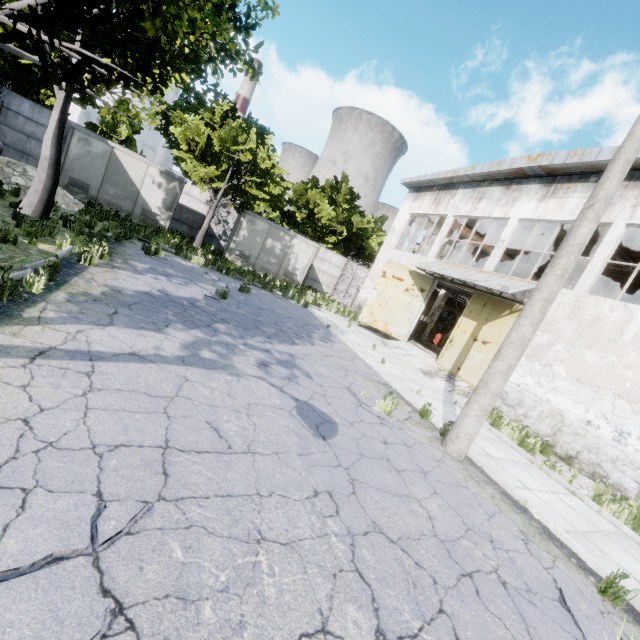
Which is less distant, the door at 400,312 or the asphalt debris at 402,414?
the asphalt debris at 402,414

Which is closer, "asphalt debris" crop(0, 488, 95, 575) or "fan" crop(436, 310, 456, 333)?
"asphalt debris" crop(0, 488, 95, 575)

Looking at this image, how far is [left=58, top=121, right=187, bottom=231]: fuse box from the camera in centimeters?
1614cm

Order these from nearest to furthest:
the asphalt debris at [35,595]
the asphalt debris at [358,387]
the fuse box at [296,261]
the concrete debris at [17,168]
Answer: the asphalt debris at [35,595], the asphalt debris at [358,387], the concrete debris at [17,168], the fuse box at [296,261]

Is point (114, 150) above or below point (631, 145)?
below

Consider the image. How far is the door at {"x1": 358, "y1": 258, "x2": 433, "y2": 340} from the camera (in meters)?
17.84

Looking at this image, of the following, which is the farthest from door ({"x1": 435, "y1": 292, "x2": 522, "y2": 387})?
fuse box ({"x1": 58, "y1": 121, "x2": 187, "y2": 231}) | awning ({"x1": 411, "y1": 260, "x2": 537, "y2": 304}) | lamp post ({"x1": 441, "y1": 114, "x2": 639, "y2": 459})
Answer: fuse box ({"x1": 58, "y1": 121, "x2": 187, "y2": 231})

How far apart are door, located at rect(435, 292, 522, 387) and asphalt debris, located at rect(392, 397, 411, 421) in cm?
655
